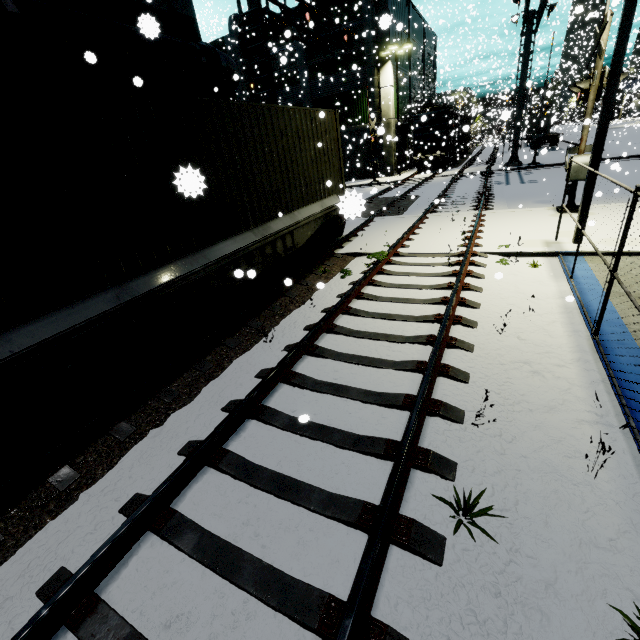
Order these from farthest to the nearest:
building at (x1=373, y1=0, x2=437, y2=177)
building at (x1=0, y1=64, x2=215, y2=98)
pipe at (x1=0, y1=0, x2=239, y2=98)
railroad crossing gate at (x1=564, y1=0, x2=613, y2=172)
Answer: building at (x1=373, y1=0, x2=437, y2=177)
railroad crossing gate at (x1=564, y1=0, x2=613, y2=172)
building at (x1=0, y1=64, x2=215, y2=98)
pipe at (x1=0, y1=0, x2=239, y2=98)

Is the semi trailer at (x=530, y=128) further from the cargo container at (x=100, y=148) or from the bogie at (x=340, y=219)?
the bogie at (x=340, y=219)

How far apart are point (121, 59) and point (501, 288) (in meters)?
10.13

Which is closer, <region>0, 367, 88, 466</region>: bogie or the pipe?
<region>0, 367, 88, 466</region>: bogie

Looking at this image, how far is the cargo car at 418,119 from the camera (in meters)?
27.57

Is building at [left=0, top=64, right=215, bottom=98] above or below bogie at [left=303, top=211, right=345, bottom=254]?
above

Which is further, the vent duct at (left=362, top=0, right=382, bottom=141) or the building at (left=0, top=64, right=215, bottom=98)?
the vent duct at (left=362, top=0, right=382, bottom=141)

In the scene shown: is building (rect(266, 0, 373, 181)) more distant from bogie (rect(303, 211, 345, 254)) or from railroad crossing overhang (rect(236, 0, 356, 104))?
bogie (rect(303, 211, 345, 254))
